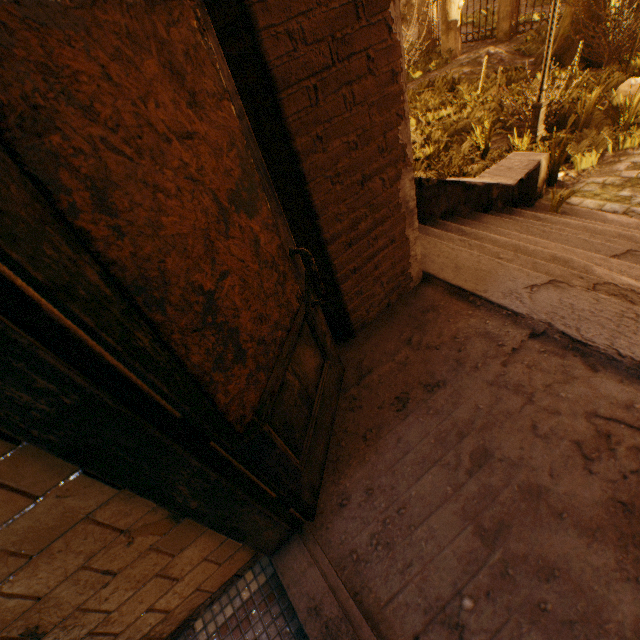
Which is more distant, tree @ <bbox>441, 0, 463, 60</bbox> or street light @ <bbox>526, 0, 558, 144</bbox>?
tree @ <bbox>441, 0, 463, 60</bbox>

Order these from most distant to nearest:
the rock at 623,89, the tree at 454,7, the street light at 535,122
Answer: the tree at 454,7
the rock at 623,89
the street light at 535,122

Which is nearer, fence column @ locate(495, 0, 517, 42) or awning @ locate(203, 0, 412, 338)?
awning @ locate(203, 0, 412, 338)

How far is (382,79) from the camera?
1.5m

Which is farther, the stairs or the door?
→ the stairs

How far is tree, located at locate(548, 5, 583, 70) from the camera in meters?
8.3

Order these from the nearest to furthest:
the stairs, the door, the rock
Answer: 1. the door
2. the stairs
3. the rock

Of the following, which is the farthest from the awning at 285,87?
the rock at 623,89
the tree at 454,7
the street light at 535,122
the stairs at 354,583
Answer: the tree at 454,7
